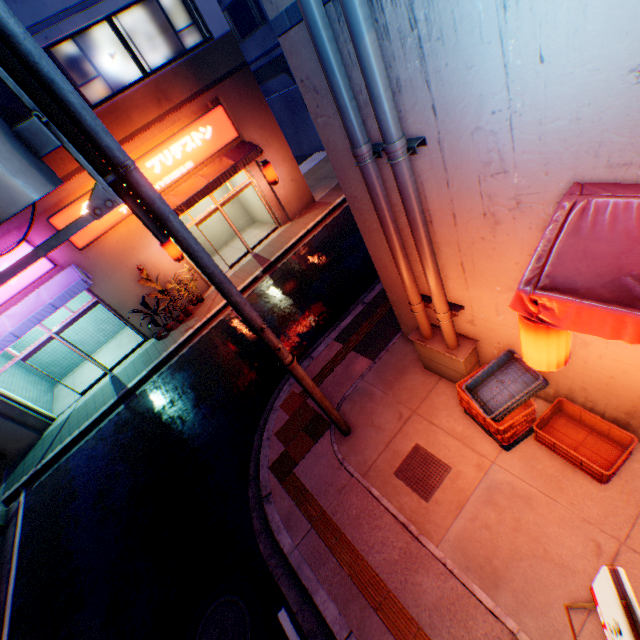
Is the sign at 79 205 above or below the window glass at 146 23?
below

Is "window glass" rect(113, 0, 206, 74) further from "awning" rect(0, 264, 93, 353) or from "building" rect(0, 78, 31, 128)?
"awning" rect(0, 264, 93, 353)

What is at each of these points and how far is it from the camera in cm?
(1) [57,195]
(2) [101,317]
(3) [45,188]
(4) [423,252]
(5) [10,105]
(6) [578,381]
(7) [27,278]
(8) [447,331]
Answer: (1) building, 981
(2) building, 1440
(3) electric pole, 249
(4) pipe, 408
(5) building, 914
(6) building, 429
(7) sign, 1004
(8) pipe, 504

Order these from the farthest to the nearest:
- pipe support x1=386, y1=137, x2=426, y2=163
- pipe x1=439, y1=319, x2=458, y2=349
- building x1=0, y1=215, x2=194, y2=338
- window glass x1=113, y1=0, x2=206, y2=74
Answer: building x1=0, y1=215, x2=194, y2=338, window glass x1=113, y1=0, x2=206, y2=74, pipe x1=439, y1=319, x2=458, y2=349, pipe support x1=386, y1=137, x2=426, y2=163

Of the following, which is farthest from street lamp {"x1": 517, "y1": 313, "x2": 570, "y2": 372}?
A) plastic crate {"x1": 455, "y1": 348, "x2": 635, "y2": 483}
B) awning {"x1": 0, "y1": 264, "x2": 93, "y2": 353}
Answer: awning {"x1": 0, "y1": 264, "x2": 93, "y2": 353}

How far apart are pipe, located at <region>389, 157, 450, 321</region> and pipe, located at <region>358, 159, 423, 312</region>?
0.2 meters

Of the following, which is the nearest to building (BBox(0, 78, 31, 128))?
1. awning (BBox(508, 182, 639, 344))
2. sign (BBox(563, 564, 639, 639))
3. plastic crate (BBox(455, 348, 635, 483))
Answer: plastic crate (BBox(455, 348, 635, 483))

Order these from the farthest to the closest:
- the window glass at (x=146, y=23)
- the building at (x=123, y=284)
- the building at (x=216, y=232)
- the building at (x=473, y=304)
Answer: the building at (x=216, y=232) < the building at (x=123, y=284) < the window glass at (x=146, y=23) < the building at (x=473, y=304)
